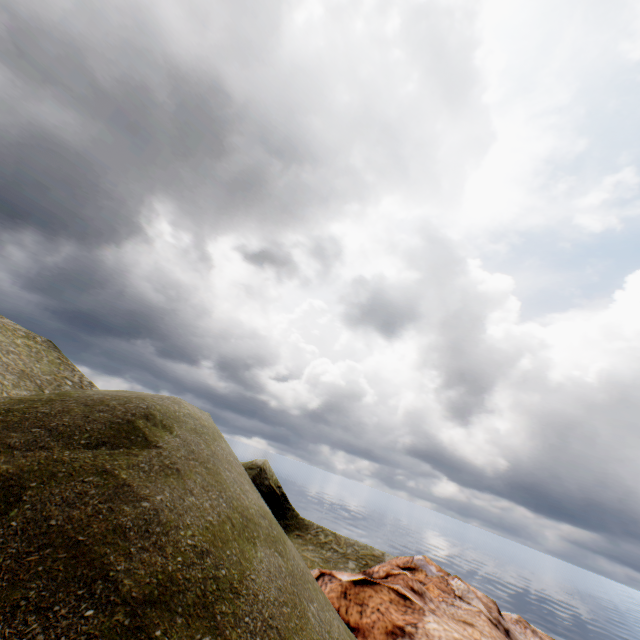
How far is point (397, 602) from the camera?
13.29m
